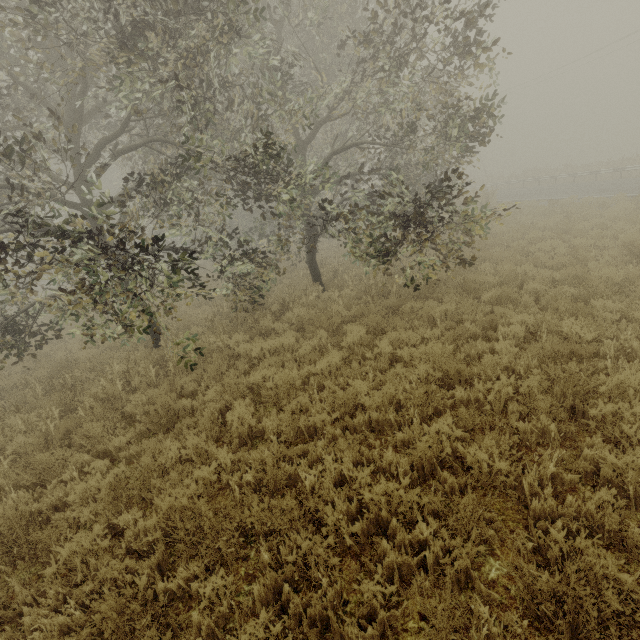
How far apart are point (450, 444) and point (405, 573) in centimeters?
164cm
